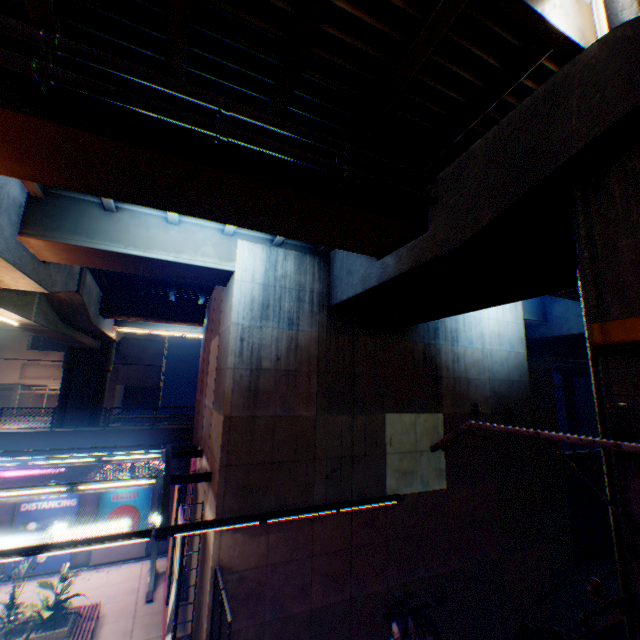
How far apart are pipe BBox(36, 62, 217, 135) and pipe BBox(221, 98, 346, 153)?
0.3m

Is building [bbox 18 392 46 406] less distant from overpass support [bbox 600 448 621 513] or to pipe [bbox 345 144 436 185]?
overpass support [bbox 600 448 621 513]

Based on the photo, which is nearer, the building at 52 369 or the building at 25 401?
the building at 52 369

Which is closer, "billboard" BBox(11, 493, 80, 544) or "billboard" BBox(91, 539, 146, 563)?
"billboard" BBox(11, 493, 80, 544)

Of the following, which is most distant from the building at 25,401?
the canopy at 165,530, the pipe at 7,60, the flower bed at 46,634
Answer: the pipe at 7,60

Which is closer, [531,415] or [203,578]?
[203,578]

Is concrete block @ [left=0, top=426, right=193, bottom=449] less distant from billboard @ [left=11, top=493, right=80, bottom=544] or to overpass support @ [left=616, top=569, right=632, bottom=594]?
billboard @ [left=11, top=493, right=80, bottom=544]

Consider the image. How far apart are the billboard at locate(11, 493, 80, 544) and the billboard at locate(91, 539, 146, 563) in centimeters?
89cm
